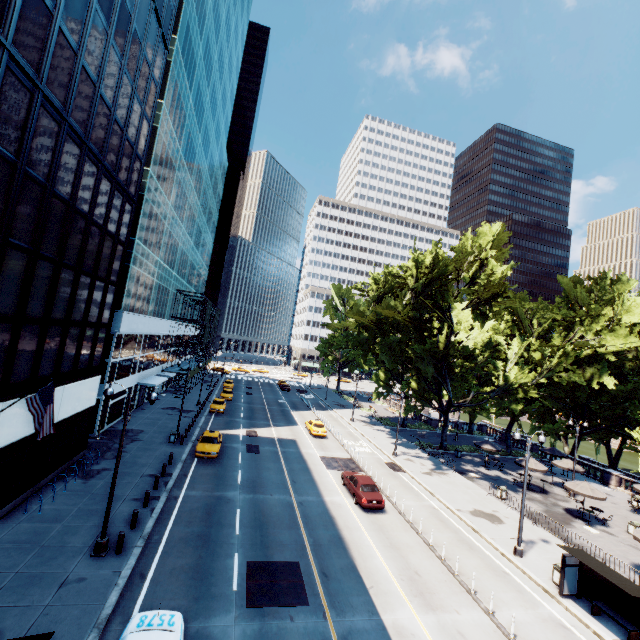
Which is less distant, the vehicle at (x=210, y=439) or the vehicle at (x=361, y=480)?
the vehicle at (x=361, y=480)

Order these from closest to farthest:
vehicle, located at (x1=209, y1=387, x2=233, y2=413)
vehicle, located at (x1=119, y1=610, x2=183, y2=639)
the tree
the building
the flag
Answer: vehicle, located at (x1=119, y1=610, x2=183, y2=639), the building, the flag, the tree, vehicle, located at (x1=209, y1=387, x2=233, y2=413)

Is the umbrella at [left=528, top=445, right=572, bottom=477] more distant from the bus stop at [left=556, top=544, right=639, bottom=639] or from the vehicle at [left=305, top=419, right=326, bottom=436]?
the vehicle at [left=305, top=419, right=326, bottom=436]

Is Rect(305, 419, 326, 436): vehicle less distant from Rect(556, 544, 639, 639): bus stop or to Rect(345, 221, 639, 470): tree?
Rect(345, 221, 639, 470): tree

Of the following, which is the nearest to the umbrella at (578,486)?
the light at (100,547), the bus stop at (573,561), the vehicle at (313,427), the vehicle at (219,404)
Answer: the bus stop at (573,561)

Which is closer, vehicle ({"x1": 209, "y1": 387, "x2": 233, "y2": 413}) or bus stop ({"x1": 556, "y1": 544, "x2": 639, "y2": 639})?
bus stop ({"x1": 556, "y1": 544, "x2": 639, "y2": 639})

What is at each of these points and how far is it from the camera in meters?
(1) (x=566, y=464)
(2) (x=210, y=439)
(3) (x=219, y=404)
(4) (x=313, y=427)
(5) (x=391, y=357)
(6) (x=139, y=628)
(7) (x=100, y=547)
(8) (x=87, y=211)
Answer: (1) umbrella, 32.8 m
(2) vehicle, 28.2 m
(3) vehicle, 43.0 m
(4) vehicle, 38.4 m
(5) tree, 47.7 m
(6) vehicle, 10.1 m
(7) light, 14.1 m
(8) building, 18.6 m

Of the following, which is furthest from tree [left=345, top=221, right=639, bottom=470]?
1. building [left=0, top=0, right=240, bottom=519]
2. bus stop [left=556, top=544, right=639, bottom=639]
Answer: building [left=0, top=0, right=240, bottom=519]
